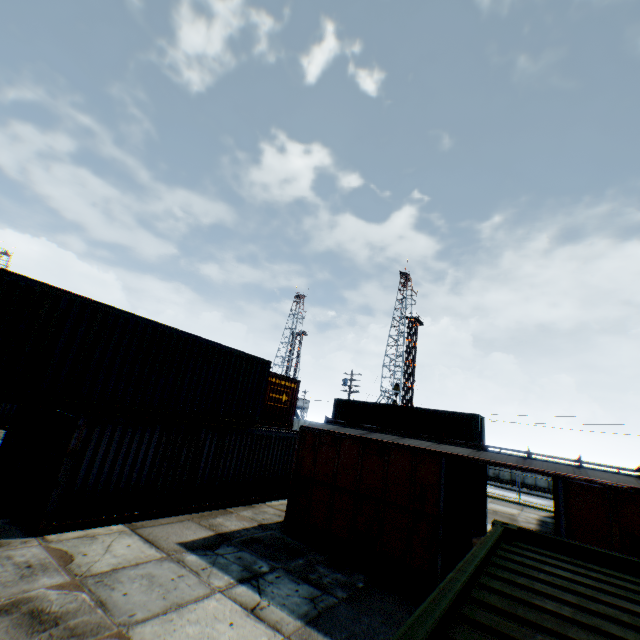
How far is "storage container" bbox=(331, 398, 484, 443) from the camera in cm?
2297

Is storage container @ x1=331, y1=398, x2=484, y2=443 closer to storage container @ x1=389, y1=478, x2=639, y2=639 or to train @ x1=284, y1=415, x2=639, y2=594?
train @ x1=284, y1=415, x2=639, y2=594

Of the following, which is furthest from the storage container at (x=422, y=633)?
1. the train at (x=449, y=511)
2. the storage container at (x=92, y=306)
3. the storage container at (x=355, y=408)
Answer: the storage container at (x=355, y=408)

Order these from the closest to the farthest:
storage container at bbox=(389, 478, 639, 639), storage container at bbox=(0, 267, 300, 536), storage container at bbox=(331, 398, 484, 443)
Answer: storage container at bbox=(389, 478, 639, 639) → storage container at bbox=(0, 267, 300, 536) → storage container at bbox=(331, 398, 484, 443)

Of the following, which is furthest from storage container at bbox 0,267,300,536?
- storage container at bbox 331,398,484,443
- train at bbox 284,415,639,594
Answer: storage container at bbox 331,398,484,443

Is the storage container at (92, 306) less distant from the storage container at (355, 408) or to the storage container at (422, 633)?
the storage container at (422, 633)

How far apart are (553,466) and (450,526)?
4.62m

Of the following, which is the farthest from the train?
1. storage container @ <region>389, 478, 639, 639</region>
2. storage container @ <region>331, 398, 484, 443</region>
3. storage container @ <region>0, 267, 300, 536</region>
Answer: storage container @ <region>331, 398, 484, 443</region>
